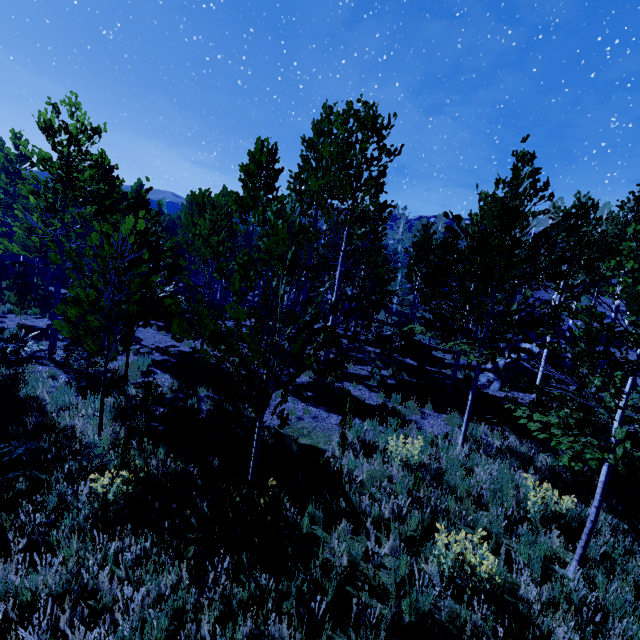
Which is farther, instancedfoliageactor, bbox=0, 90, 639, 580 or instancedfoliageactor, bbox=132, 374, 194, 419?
instancedfoliageactor, bbox=132, 374, 194, 419

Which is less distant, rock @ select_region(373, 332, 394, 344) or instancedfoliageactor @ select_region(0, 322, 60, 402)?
instancedfoliageactor @ select_region(0, 322, 60, 402)

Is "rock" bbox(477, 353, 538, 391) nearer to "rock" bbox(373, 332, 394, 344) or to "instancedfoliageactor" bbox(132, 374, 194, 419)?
"instancedfoliageactor" bbox(132, 374, 194, 419)

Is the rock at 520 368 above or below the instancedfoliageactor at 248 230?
below

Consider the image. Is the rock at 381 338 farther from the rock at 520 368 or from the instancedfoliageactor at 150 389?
the rock at 520 368

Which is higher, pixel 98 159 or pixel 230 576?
pixel 98 159

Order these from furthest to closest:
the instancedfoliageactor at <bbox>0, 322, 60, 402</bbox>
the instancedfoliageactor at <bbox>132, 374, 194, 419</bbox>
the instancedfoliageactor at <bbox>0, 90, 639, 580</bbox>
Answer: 1. the instancedfoliageactor at <bbox>0, 322, 60, 402</bbox>
2. the instancedfoliageactor at <bbox>132, 374, 194, 419</bbox>
3. the instancedfoliageactor at <bbox>0, 90, 639, 580</bbox>

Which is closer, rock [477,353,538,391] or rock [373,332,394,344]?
rock [477,353,538,391]
